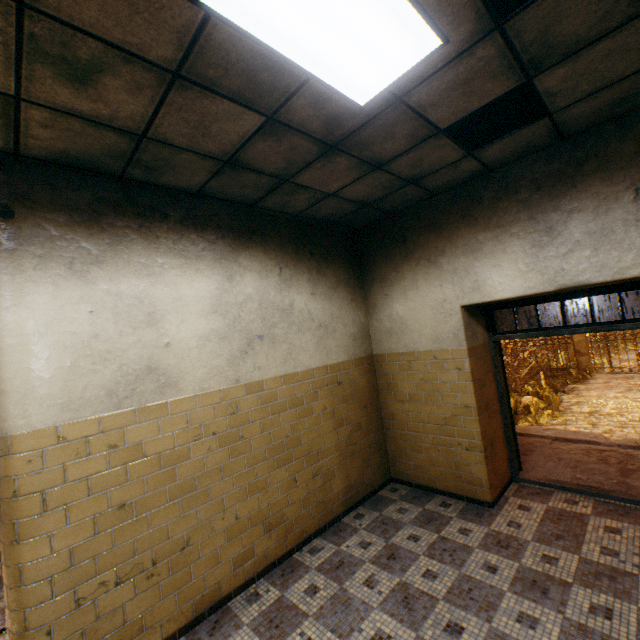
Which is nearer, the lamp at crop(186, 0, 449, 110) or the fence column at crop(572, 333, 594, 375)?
the lamp at crop(186, 0, 449, 110)

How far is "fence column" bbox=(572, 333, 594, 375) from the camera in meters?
16.4 m

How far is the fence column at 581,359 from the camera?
16.42m

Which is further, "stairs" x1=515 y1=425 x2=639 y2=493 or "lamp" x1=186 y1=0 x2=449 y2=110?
"stairs" x1=515 y1=425 x2=639 y2=493

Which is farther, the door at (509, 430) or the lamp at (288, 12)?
the door at (509, 430)

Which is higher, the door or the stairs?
the door

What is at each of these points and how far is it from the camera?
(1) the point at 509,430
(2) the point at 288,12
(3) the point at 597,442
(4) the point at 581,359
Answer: (1) door, 4.5m
(2) lamp, 1.6m
(3) stairs, 5.3m
(4) fence column, 16.6m

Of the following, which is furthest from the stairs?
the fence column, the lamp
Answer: the fence column
